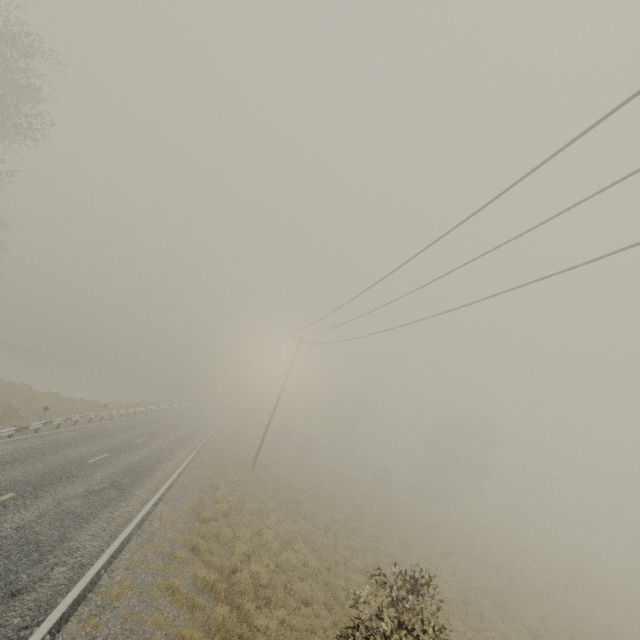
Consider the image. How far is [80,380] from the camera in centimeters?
5297cm
